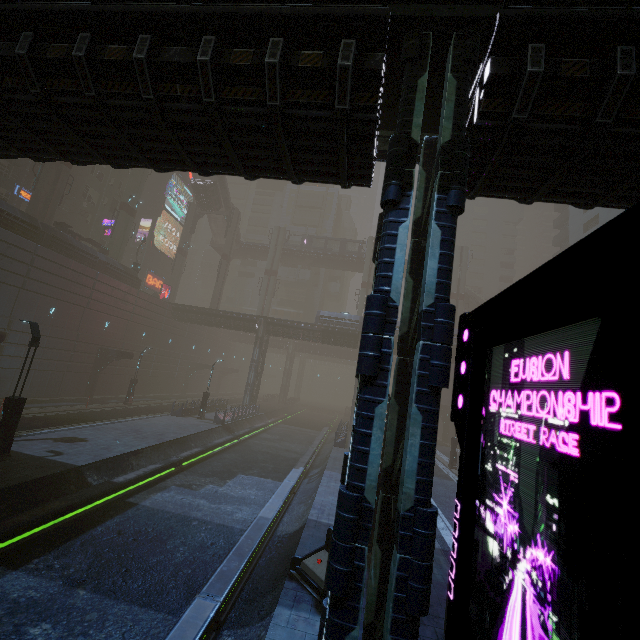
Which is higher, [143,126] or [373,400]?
[143,126]

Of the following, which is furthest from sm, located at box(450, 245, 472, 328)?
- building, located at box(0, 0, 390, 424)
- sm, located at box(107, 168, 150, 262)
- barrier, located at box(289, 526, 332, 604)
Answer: sm, located at box(107, 168, 150, 262)

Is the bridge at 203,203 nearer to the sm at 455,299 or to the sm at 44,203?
the sm at 44,203

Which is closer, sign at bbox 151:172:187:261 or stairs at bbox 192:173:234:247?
stairs at bbox 192:173:234:247

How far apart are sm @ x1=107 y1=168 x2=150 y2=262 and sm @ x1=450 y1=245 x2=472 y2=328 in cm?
4513

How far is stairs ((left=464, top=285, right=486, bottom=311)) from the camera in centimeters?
5171cm

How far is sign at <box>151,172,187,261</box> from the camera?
53.69m

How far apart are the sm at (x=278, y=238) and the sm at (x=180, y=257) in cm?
1215
